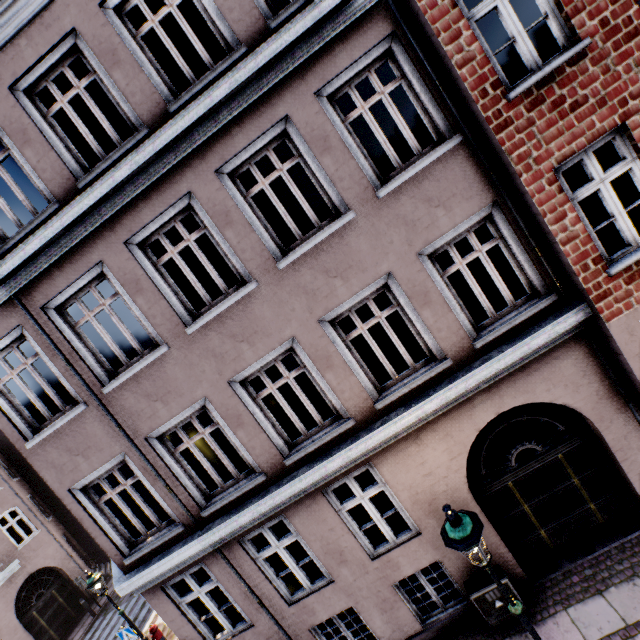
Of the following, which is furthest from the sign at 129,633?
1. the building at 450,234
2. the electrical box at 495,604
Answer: the electrical box at 495,604

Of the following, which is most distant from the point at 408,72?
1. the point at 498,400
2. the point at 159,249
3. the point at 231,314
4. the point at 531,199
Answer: the point at 159,249

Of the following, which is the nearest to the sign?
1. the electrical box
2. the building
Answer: the building

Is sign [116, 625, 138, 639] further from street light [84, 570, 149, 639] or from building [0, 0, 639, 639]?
building [0, 0, 639, 639]

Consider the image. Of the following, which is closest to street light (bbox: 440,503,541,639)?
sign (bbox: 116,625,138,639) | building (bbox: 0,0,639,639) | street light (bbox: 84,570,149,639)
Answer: building (bbox: 0,0,639,639)

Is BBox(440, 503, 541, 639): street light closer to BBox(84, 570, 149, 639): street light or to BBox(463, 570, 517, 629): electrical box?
BBox(463, 570, 517, 629): electrical box

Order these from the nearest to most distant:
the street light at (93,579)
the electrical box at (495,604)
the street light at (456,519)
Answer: the street light at (456,519) < the electrical box at (495,604) < the street light at (93,579)

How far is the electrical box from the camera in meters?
5.8
